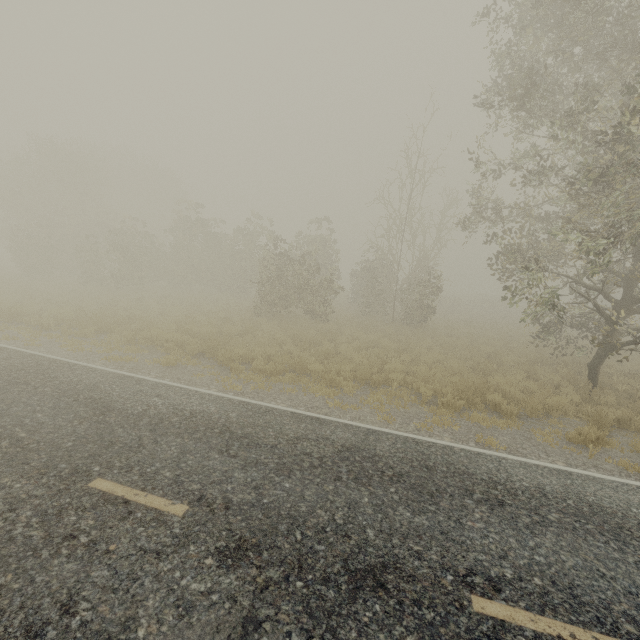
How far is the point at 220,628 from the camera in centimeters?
291cm
